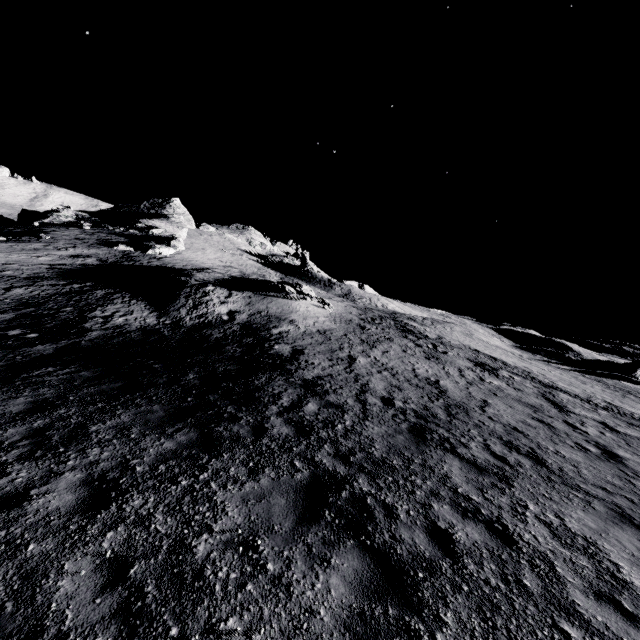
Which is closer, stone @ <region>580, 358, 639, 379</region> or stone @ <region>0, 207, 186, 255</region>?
stone @ <region>580, 358, 639, 379</region>

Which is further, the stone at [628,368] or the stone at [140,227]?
the stone at [140,227]

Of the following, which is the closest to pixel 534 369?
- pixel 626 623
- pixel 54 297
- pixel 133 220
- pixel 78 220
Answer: pixel 626 623
